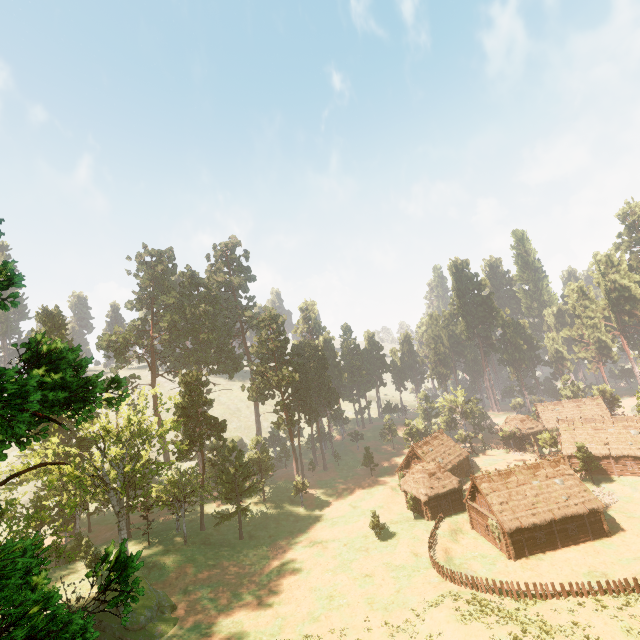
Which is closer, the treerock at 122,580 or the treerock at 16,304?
the treerock at 122,580

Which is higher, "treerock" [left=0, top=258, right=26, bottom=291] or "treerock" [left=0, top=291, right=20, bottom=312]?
"treerock" [left=0, top=258, right=26, bottom=291]

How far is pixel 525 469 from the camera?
40.94m

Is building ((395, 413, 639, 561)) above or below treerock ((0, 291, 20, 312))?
below

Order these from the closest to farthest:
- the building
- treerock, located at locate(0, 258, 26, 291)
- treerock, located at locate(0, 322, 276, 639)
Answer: treerock, located at locate(0, 322, 276, 639) < treerock, located at locate(0, 258, 26, 291) < the building

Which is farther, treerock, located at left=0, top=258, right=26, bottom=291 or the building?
the building
